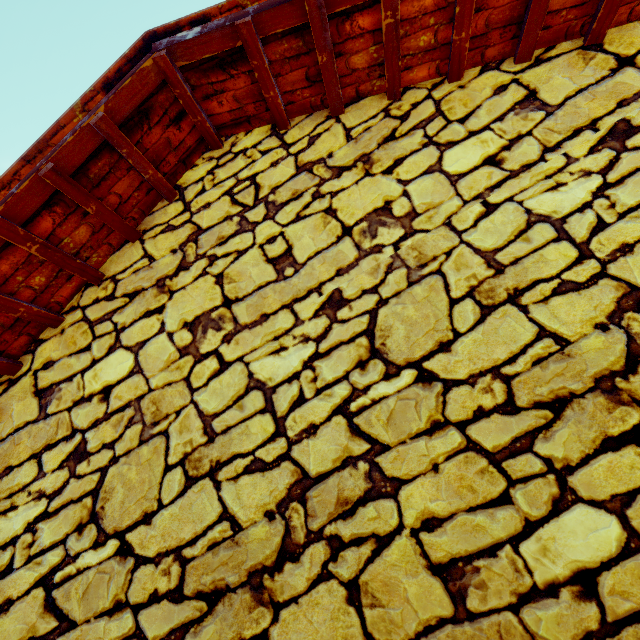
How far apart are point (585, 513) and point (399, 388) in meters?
0.6
